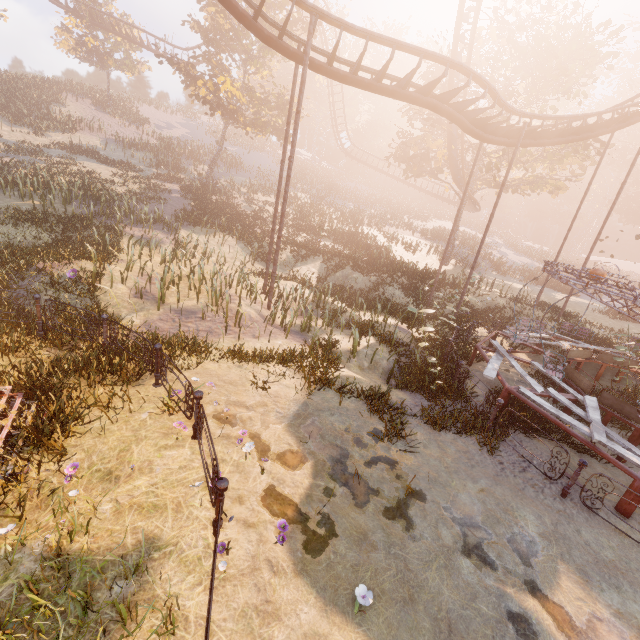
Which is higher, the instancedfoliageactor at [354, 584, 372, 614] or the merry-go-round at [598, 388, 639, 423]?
the merry-go-round at [598, 388, 639, 423]

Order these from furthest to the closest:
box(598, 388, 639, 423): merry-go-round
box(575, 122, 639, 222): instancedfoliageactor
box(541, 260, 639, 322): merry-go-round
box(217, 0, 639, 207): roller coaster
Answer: box(575, 122, 639, 222): instancedfoliageactor → box(217, 0, 639, 207): roller coaster → box(598, 388, 639, 423): merry-go-round → box(541, 260, 639, 322): merry-go-round

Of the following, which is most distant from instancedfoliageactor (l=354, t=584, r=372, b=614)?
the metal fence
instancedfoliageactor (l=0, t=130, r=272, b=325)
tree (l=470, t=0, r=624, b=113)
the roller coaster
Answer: tree (l=470, t=0, r=624, b=113)

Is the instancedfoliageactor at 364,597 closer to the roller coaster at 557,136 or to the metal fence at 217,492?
the metal fence at 217,492

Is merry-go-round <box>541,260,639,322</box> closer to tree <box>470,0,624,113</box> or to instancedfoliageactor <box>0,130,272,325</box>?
tree <box>470,0,624,113</box>

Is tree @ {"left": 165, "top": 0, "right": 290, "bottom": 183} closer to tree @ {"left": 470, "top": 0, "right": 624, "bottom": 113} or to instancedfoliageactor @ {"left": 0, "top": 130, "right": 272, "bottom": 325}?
tree @ {"left": 470, "top": 0, "right": 624, "bottom": 113}

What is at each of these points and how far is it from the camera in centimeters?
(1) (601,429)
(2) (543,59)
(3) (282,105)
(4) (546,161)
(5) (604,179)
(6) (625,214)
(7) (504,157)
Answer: (1) merry-go-round, 736cm
(2) tree, 2147cm
(3) tree, 2598cm
(4) tree, 2612cm
(5) instancedfoliageactor, 5684cm
(6) instancedfoliageactor, 5000cm
(7) tree, 3011cm

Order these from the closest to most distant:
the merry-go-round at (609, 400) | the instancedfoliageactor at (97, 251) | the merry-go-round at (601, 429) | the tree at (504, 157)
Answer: the merry-go-round at (601, 429) → the merry-go-round at (609, 400) → the instancedfoliageactor at (97, 251) → the tree at (504, 157)
